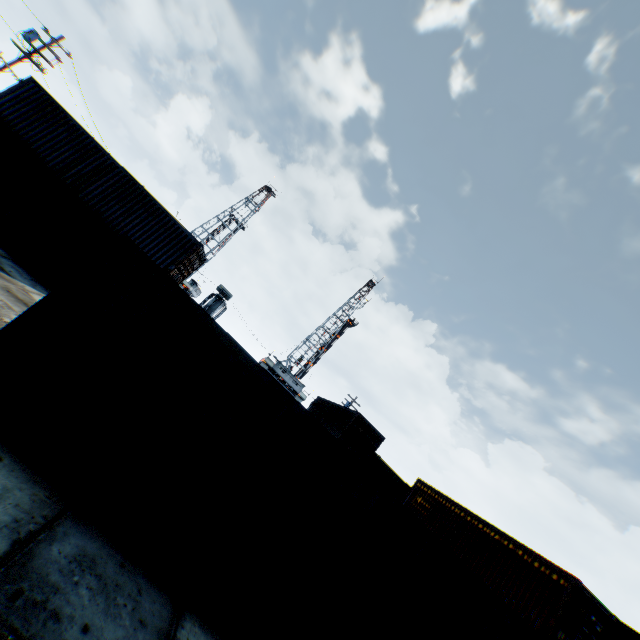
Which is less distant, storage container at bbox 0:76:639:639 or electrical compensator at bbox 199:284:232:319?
storage container at bbox 0:76:639:639

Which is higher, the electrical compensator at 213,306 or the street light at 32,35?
the street light at 32,35

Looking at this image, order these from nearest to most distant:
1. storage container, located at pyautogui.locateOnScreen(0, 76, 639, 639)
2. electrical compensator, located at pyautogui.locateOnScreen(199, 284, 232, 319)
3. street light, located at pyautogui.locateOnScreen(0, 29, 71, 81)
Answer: storage container, located at pyautogui.locateOnScreen(0, 76, 639, 639) → street light, located at pyautogui.locateOnScreen(0, 29, 71, 81) → electrical compensator, located at pyautogui.locateOnScreen(199, 284, 232, 319)

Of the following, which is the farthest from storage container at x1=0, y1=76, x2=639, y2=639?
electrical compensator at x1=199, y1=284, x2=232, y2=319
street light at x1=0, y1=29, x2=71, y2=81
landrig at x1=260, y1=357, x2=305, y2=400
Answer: landrig at x1=260, y1=357, x2=305, y2=400

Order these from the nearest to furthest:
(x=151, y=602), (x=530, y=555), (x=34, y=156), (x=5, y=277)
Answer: (x=151, y=602)
(x=5, y=277)
(x=530, y=555)
(x=34, y=156)

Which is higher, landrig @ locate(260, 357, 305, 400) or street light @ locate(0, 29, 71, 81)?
street light @ locate(0, 29, 71, 81)

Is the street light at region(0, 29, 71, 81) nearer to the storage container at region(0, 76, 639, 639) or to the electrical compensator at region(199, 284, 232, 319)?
the electrical compensator at region(199, 284, 232, 319)

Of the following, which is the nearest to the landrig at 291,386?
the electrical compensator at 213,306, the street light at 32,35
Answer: the electrical compensator at 213,306
